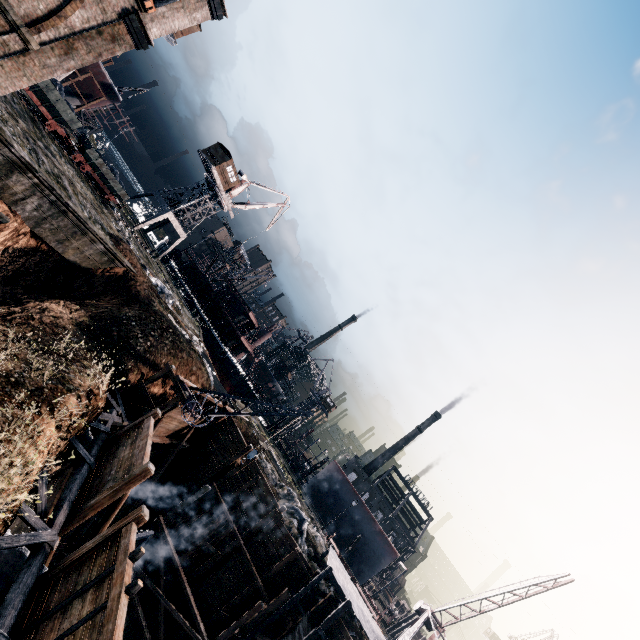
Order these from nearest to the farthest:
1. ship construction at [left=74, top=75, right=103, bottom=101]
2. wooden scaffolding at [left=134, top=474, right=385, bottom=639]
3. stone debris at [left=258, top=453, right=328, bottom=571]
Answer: wooden scaffolding at [left=134, top=474, right=385, bottom=639]
stone debris at [left=258, top=453, right=328, bottom=571]
ship construction at [left=74, top=75, right=103, bottom=101]

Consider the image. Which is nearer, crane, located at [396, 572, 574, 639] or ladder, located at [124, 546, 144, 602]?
ladder, located at [124, 546, 144, 602]

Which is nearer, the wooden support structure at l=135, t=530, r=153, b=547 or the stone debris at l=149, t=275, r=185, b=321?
the wooden support structure at l=135, t=530, r=153, b=547

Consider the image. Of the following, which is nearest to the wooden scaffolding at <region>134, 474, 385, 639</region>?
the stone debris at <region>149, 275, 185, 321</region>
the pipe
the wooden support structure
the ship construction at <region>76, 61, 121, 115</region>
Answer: the wooden support structure

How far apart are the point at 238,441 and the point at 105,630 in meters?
20.8

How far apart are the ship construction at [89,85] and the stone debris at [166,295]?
30.8m

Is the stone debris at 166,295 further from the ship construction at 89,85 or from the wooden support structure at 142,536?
the ship construction at 89,85

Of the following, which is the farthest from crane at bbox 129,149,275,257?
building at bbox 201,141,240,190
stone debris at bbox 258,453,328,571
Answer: stone debris at bbox 258,453,328,571
